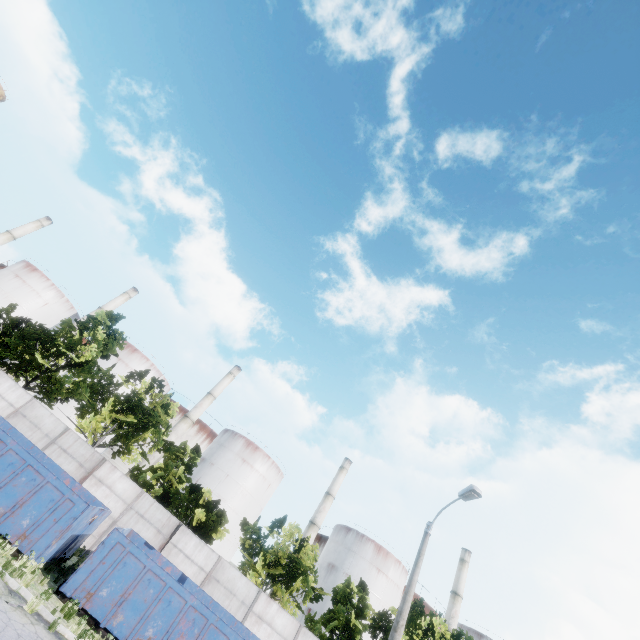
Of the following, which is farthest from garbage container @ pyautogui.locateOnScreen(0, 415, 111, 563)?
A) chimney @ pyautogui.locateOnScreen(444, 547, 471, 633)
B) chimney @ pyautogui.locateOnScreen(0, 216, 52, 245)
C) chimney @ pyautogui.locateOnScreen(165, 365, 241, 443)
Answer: chimney @ pyautogui.locateOnScreen(444, 547, 471, 633)

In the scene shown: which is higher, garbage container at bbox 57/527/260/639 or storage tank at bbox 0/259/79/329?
storage tank at bbox 0/259/79/329

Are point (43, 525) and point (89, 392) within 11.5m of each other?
no

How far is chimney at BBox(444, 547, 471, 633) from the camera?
46.7m

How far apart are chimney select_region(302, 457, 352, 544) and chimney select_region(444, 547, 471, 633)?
21.6m

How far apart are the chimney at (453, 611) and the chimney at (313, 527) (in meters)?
21.63

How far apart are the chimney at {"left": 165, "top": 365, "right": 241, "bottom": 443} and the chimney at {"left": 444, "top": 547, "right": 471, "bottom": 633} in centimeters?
4654cm

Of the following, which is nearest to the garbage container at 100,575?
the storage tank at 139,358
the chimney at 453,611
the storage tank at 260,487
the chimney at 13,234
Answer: the storage tank at 260,487
